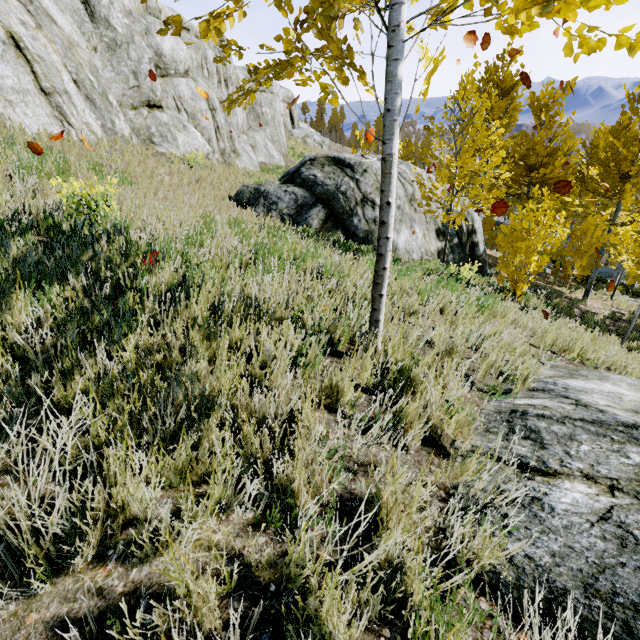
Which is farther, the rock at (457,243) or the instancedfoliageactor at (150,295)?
the rock at (457,243)

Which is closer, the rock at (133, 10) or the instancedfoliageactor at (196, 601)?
the instancedfoliageactor at (196, 601)

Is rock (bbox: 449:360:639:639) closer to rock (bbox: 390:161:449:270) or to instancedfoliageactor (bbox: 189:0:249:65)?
instancedfoliageactor (bbox: 189:0:249:65)

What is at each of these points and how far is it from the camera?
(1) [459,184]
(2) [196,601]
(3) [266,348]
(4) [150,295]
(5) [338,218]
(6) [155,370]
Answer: (1) instancedfoliageactor, 8.2m
(2) instancedfoliageactor, 1.1m
(3) instancedfoliageactor, 2.5m
(4) instancedfoliageactor, 2.5m
(5) rock, 10.0m
(6) instancedfoliageactor, 1.8m

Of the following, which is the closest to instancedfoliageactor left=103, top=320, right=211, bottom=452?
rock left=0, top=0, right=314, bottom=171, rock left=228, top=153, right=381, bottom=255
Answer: rock left=0, top=0, right=314, bottom=171

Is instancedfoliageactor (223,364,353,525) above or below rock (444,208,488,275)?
above

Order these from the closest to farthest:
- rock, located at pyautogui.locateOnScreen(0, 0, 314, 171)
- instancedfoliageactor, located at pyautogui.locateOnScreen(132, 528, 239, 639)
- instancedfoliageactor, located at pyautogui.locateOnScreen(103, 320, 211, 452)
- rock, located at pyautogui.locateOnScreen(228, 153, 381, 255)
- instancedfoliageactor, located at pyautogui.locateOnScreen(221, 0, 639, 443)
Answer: instancedfoliageactor, located at pyautogui.locateOnScreen(132, 528, 239, 639) < instancedfoliageactor, located at pyautogui.locateOnScreen(103, 320, 211, 452) < instancedfoliageactor, located at pyautogui.locateOnScreen(221, 0, 639, 443) < rock, located at pyautogui.locateOnScreen(0, 0, 314, 171) < rock, located at pyautogui.locateOnScreen(228, 153, 381, 255)

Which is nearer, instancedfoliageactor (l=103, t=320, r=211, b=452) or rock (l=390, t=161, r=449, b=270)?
instancedfoliageactor (l=103, t=320, r=211, b=452)
